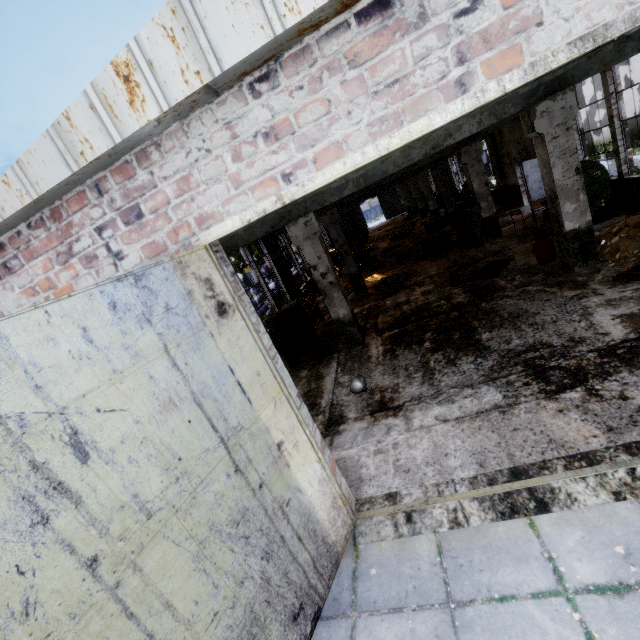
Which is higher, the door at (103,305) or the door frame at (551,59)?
the door frame at (551,59)

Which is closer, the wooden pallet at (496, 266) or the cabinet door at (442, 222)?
the wooden pallet at (496, 266)

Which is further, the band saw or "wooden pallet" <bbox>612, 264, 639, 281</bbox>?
the band saw

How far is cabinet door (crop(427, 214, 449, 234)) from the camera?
20.8 meters

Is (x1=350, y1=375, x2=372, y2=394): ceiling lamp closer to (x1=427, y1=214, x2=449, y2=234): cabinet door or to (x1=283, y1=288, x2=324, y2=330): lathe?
(x1=283, y1=288, x2=324, y2=330): lathe

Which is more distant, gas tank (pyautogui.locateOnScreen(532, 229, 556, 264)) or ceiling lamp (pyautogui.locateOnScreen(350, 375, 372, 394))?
gas tank (pyautogui.locateOnScreen(532, 229, 556, 264))

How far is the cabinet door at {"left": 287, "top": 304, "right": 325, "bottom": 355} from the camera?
9.6m

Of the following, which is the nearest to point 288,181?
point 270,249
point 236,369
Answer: point 236,369
